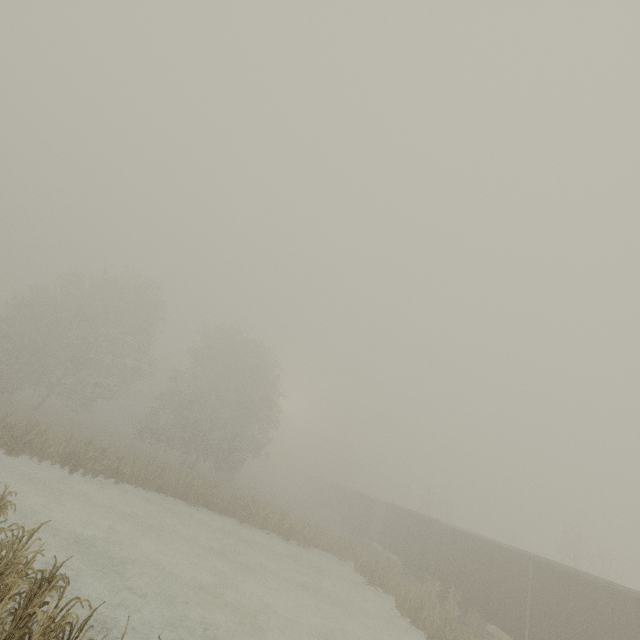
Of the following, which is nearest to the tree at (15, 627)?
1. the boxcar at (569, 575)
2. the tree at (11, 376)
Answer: the tree at (11, 376)

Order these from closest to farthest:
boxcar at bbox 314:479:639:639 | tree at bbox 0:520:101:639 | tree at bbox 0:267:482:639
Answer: tree at bbox 0:520:101:639, boxcar at bbox 314:479:639:639, tree at bbox 0:267:482:639

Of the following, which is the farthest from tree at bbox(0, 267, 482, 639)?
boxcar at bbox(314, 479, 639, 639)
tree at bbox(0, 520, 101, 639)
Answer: boxcar at bbox(314, 479, 639, 639)

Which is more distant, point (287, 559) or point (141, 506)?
point (287, 559)

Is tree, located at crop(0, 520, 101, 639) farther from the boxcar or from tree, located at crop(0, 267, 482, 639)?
the boxcar

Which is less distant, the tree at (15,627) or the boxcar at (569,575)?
the tree at (15,627)
